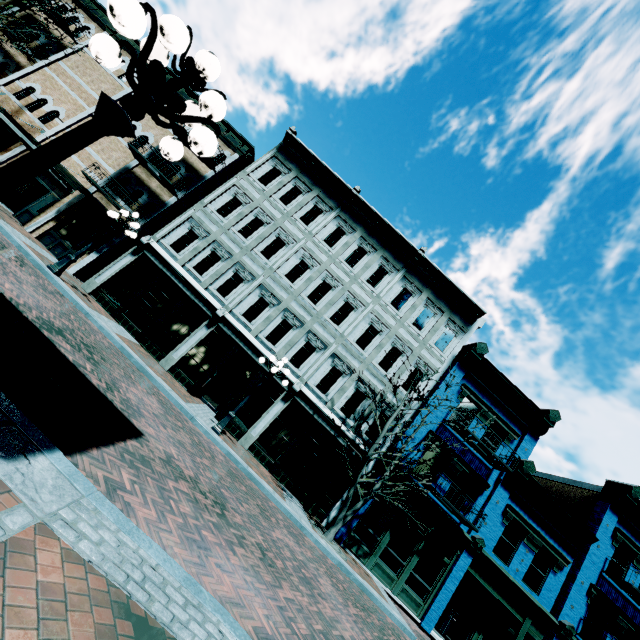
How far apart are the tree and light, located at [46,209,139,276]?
11.5m

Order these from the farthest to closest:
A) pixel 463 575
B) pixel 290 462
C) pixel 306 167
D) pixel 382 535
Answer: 1. pixel 306 167
2. pixel 463 575
3. pixel 290 462
4. pixel 382 535

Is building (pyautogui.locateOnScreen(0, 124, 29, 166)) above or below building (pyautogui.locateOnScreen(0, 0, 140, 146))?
below

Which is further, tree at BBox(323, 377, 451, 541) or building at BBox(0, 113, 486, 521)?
building at BBox(0, 113, 486, 521)

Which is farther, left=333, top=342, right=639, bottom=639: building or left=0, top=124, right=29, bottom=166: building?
left=0, top=124, right=29, bottom=166: building

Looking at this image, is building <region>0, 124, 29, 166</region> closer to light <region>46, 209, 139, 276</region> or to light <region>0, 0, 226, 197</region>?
light <region>46, 209, 139, 276</region>

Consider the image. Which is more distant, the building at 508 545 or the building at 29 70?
the building at 29 70

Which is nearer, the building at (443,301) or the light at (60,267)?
the light at (60,267)
